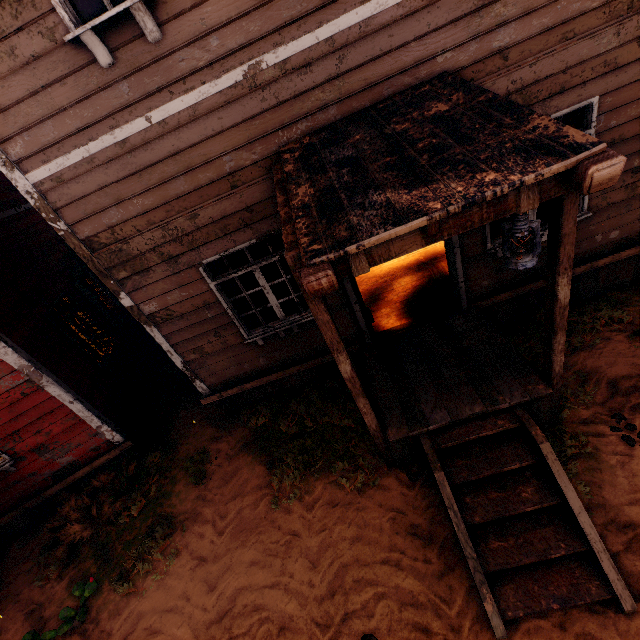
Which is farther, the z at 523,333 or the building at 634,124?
the z at 523,333

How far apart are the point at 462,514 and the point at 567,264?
2.8 meters

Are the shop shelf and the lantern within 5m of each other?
no

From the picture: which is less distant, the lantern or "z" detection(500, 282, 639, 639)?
the lantern

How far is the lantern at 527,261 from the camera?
2.5 meters

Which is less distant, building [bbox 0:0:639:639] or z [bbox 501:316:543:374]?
building [bbox 0:0:639:639]

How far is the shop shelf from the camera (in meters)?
8.35

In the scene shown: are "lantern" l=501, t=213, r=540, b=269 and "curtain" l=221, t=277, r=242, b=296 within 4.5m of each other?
yes
